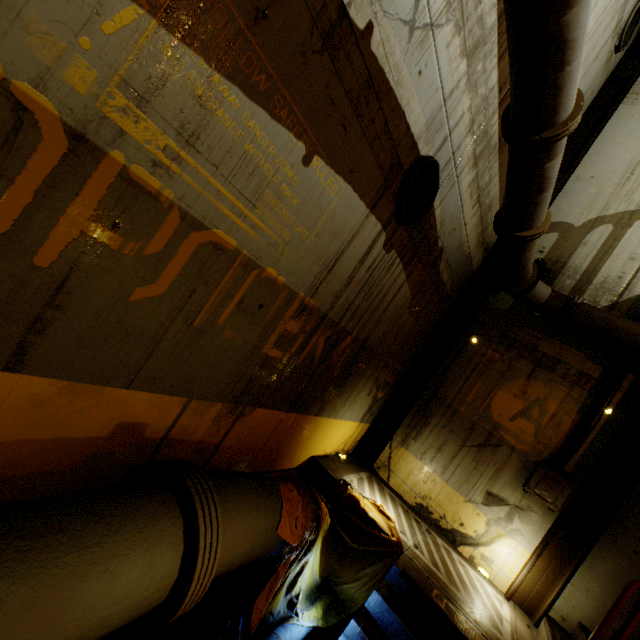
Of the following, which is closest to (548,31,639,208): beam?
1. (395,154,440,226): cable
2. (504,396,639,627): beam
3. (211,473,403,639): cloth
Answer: (211,473,403,639): cloth

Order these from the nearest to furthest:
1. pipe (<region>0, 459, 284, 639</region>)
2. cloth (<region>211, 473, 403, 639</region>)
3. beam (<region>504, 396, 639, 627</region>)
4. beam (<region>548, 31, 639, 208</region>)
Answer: pipe (<region>0, 459, 284, 639</region>) < cloth (<region>211, 473, 403, 639</region>) < beam (<region>504, 396, 639, 627</region>) < beam (<region>548, 31, 639, 208</region>)

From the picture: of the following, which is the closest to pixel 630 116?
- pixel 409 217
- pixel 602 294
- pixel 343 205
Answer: pixel 602 294

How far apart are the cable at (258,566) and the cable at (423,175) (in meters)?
4.75

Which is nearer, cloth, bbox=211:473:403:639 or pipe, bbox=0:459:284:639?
pipe, bbox=0:459:284:639

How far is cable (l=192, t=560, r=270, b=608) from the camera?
3.53m

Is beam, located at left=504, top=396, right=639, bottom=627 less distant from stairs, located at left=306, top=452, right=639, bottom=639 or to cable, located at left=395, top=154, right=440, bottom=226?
stairs, located at left=306, top=452, right=639, bottom=639

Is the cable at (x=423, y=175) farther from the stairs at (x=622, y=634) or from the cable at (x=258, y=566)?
the cable at (x=258, y=566)
